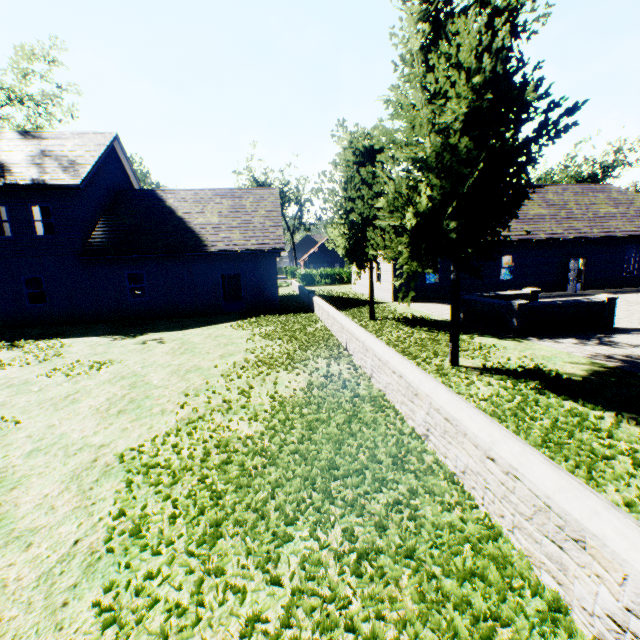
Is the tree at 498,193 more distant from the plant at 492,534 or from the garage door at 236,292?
the garage door at 236,292

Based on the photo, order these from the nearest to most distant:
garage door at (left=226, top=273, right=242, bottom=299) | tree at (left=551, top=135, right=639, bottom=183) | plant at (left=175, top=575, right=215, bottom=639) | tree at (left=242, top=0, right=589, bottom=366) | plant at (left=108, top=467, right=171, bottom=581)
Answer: plant at (left=175, top=575, right=215, bottom=639)
plant at (left=108, top=467, right=171, bottom=581)
tree at (left=242, top=0, right=589, bottom=366)
garage door at (left=226, top=273, right=242, bottom=299)
tree at (left=551, top=135, right=639, bottom=183)

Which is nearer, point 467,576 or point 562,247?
point 467,576

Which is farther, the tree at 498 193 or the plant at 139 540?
the tree at 498 193

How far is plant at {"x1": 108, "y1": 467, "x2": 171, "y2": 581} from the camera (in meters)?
2.80

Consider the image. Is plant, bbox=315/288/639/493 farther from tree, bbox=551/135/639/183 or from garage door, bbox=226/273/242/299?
garage door, bbox=226/273/242/299

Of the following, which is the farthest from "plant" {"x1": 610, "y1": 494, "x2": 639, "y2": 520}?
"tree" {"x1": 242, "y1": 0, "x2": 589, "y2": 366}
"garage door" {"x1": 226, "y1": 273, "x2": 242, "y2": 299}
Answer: "garage door" {"x1": 226, "y1": 273, "x2": 242, "y2": 299}
